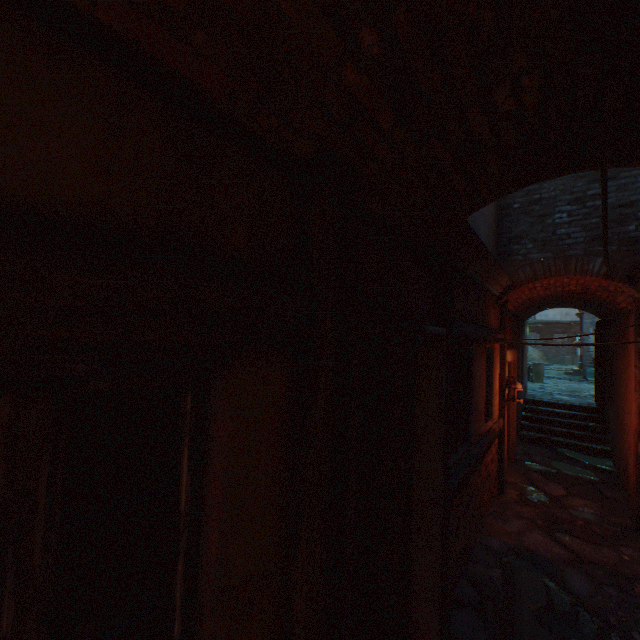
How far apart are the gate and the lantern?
8.9 meters

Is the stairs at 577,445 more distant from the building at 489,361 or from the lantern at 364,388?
the lantern at 364,388

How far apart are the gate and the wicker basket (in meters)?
5.44

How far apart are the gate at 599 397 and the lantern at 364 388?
8.9m

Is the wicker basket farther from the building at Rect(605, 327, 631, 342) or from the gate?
the gate

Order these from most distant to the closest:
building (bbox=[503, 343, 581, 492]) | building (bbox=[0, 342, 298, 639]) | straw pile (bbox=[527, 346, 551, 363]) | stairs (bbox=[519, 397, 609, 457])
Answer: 1. straw pile (bbox=[527, 346, 551, 363])
2. stairs (bbox=[519, 397, 609, 457])
3. building (bbox=[503, 343, 581, 492])
4. building (bbox=[0, 342, 298, 639])

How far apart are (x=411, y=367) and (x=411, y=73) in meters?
2.4 m

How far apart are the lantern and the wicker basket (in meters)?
15.19
